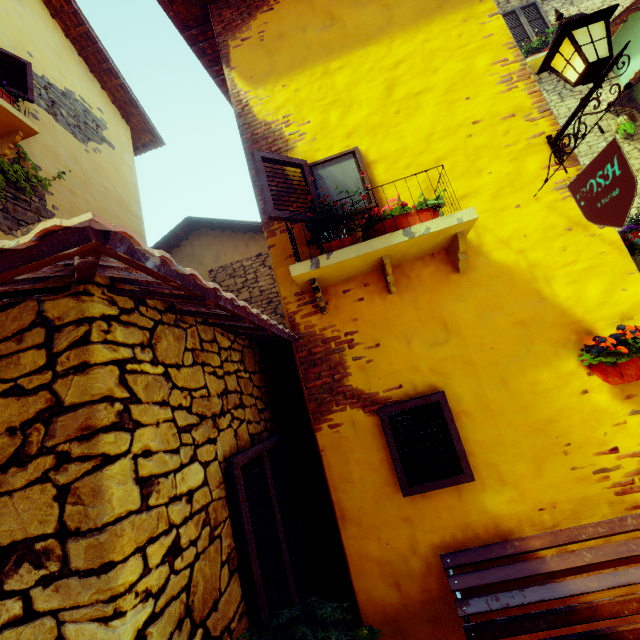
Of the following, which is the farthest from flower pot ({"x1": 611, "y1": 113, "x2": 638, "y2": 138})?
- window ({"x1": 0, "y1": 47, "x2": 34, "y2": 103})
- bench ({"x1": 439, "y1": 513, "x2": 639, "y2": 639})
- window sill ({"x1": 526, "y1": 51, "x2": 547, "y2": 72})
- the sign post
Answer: bench ({"x1": 439, "y1": 513, "x2": 639, "y2": 639})

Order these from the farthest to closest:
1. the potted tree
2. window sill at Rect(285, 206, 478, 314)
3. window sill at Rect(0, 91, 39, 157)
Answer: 1. window sill at Rect(0, 91, 39, 157)
2. window sill at Rect(285, 206, 478, 314)
3. the potted tree

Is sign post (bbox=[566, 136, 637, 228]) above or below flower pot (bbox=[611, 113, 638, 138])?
below

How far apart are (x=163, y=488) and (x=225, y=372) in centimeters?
108cm

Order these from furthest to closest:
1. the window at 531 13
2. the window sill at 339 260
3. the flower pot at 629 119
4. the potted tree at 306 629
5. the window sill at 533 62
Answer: the window at 531 13, the window sill at 533 62, the flower pot at 629 119, the window sill at 339 260, the potted tree at 306 629

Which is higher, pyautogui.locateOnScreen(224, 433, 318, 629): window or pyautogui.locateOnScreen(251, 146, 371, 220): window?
pyautogui.locateOnScreen(251, 146, 371, 220): window

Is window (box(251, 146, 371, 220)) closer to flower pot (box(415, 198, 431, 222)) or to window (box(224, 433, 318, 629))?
flower pot (box(415, 198, 431, 222))

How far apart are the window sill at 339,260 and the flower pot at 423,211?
0.0m
